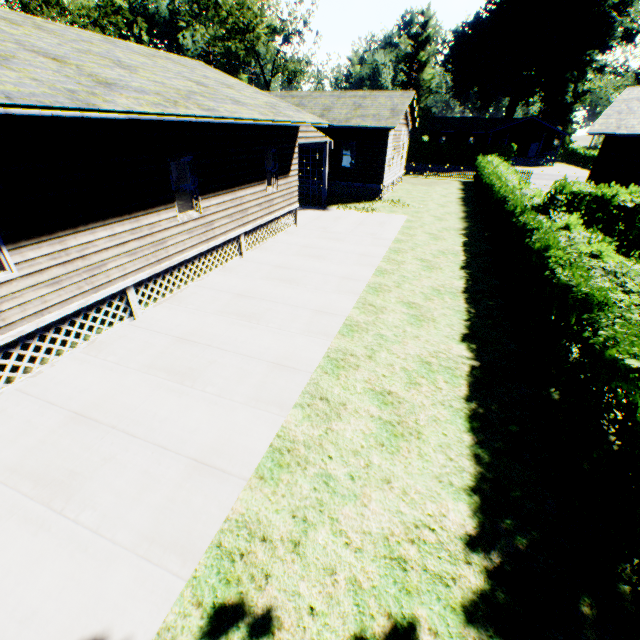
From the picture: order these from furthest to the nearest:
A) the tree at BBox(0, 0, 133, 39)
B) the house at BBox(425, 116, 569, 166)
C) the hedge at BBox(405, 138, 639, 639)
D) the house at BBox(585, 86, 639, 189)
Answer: the house at BBox(425, 116, 569, 166), the tree at BBox(0, 0, 133, 39), the house at BBox(585, 86, 639, 189), the hedge at BBox(405, 138, 639, 639)

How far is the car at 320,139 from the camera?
15.1 meters

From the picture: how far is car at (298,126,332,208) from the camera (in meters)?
15.07

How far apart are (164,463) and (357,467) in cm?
287

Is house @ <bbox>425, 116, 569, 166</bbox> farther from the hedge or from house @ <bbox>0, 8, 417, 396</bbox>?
house @ <bbox>0, 8, 417, 396</bbox>

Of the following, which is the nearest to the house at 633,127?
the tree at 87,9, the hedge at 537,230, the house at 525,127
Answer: the hedge at 537,230

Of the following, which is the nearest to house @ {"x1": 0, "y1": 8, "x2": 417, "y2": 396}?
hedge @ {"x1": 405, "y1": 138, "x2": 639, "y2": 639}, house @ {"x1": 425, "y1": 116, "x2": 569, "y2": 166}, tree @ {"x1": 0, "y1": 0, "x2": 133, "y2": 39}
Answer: hedge @ {"x1": 405, "y1": 138, "x2": 639, "y2": 639}

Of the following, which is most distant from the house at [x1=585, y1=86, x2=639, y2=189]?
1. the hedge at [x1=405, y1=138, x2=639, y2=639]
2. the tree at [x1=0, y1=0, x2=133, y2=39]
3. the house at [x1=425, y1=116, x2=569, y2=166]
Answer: the tree at [x1=0, y1=0, x2=133, y2=39]
